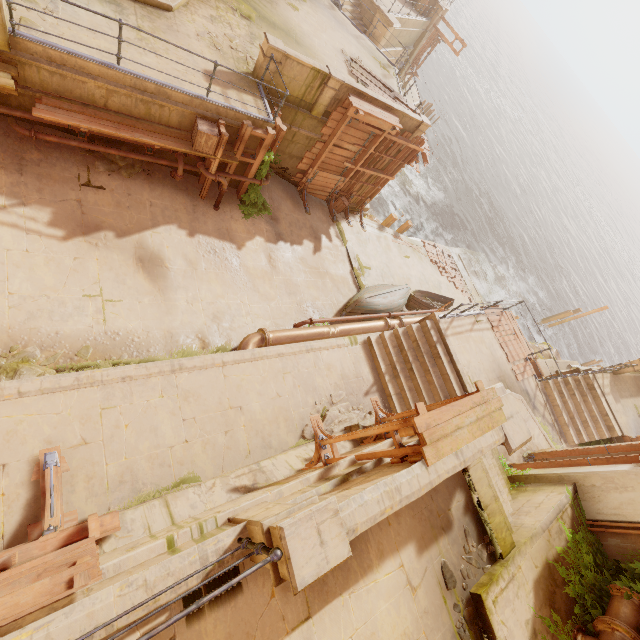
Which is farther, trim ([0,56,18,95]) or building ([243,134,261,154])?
building ([243,134,261,154])

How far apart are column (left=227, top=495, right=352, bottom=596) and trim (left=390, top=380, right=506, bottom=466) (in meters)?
1.41

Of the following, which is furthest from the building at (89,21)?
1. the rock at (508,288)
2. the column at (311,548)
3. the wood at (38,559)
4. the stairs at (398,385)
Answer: the rock at (508,288)

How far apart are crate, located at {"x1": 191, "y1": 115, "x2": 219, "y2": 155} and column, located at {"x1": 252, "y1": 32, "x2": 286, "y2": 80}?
2.59m

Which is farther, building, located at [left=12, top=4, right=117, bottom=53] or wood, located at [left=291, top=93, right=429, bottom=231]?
wood, located at [left=291, top=93, right=429, bottom=231]

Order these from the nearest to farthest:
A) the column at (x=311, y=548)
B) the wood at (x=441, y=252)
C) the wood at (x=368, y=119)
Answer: the column at (x=311, y=548) < the wood at (x=368, y=119) < the wood at (x=441, y=252)

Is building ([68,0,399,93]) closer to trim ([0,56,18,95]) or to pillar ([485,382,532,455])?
trim ([0,56,18,95])

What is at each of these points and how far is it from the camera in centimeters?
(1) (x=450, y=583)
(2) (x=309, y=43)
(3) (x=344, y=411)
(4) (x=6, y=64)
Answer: (1) rubble, 488cm
(2) building, 1382cm
(3) rubble, 920cm
(4) trim, 662cm
